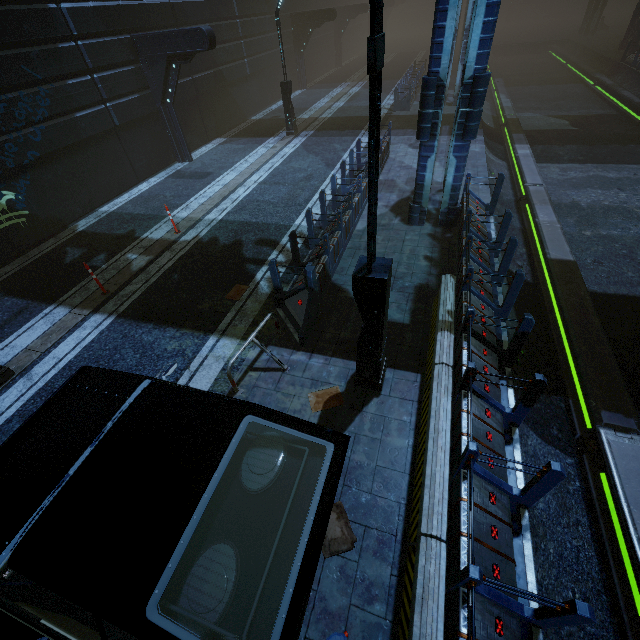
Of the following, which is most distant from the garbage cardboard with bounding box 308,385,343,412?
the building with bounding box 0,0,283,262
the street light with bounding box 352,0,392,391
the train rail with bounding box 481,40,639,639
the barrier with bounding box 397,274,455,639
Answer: the train rail with bounding box 481,40,639,639

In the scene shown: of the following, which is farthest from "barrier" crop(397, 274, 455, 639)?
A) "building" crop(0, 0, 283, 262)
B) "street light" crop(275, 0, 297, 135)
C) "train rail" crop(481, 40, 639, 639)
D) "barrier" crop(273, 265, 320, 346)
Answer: "street light" crop(275, 0, 297, 135)

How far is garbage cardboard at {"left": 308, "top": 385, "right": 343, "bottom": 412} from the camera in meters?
5.6

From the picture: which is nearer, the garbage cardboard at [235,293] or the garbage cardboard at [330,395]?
the garbage cardboard at [330,395]

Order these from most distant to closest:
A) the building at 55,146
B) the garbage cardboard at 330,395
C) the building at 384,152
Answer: the building at 384,152
the building at 55,146
the garbage cardboard at 330,395

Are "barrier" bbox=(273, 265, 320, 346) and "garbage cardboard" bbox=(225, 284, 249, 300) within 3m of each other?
yes

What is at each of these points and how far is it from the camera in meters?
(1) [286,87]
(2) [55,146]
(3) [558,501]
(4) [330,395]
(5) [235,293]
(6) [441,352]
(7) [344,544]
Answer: (1) street light, 16.5
(2) building, 11.2
(3) train rail, 5.1
(4) garbage cardboard, 5.8
(5) garbage cardboard, 8.2
(6) barrier, 5.2
(7) garbage cardboard, 4.2

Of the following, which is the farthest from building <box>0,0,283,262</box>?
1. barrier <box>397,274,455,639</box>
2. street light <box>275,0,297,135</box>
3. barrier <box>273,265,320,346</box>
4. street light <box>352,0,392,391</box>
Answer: street light <box>275,0,297,135</box>
